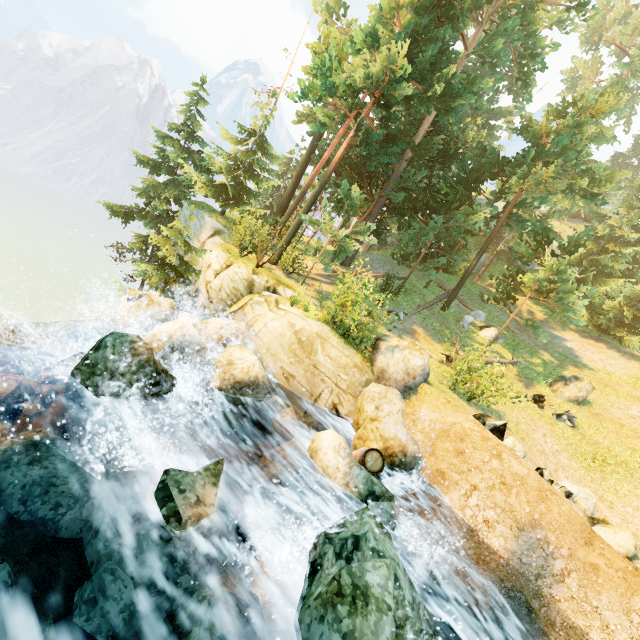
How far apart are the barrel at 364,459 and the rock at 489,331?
14.3m

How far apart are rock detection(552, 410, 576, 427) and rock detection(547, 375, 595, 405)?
1.0 meters

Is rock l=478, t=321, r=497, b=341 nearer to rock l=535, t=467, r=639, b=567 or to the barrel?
rock l=535, t=467, r=639, b=567

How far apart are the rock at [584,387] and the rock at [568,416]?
1.02m

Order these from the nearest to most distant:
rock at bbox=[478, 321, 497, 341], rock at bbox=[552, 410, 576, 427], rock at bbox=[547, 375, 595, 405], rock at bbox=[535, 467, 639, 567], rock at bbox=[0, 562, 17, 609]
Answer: rock at bbox=[0, 562, 17, 609], rock at bbox=[535, 467, 639, 567], rock at bbox=[552, 410, 576, 427], rock at bbox=[547, 375, 595, 405], rock at bbox=[478, 321, 497, 341]

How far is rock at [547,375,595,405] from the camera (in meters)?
16.50

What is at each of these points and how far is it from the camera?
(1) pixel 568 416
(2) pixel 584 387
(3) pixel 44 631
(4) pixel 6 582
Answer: (1) rock, 15.33m
(2) rock, 16.48m
(3) rock, 3.80m
(4) rock, 3.78m

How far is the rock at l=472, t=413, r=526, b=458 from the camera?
9.15m
